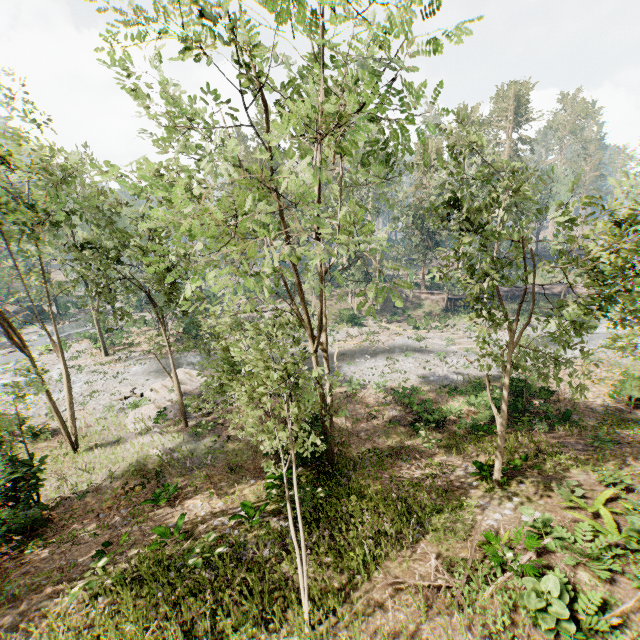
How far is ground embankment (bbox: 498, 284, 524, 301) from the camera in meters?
47.3 m

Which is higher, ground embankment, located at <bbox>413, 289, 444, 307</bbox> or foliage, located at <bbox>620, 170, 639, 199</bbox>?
foliage, located at <bbox>620, 170, 639, 199</bbox>

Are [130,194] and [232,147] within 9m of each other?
yes

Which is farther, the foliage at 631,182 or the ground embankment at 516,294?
the ground embankment at 516,294

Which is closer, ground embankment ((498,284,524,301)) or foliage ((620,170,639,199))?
foliage ((620,170,639,199))
